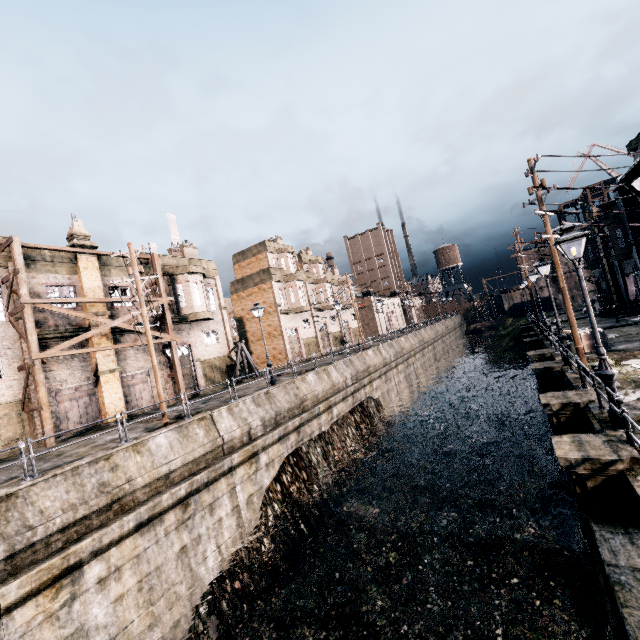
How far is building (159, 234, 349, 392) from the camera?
28.0 meters

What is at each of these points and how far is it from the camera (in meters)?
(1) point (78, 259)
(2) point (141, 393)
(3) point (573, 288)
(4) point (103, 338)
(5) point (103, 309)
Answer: (1) building, 21.81
(2) building, 24.09
(3) building, 56.34
(4) building, 22.06
(5) building, 22.47

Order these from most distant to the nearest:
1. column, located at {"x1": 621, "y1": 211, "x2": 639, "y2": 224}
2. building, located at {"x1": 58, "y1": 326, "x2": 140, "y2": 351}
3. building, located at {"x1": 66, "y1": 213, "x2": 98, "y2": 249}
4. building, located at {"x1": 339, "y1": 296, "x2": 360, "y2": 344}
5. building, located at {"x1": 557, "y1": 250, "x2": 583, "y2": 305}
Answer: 1. building, located at {"x1": 557, "y1": 250, "x2": 583, "y2": 305}
2. building, located at {"x1": 339, "y1": 296, "x2": 360, "y2": 344}
3. column, located at {"x1": 621, "y1": 211, "x2": 639, "y2": 224}
4. building, located at {"x1": 66, "y1": 213, "x2": 98, "y2": 249}
5. building, located at {"x1": 58, "y1": 326, "x2": 140, "y2": 351}

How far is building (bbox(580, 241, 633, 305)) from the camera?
29.9m

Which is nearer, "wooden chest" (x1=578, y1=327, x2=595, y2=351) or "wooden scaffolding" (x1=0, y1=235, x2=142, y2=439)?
"wooden scaffolding" (x1=0, y1=235, x2=142, y2=439)

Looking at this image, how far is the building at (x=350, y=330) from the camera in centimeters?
5466cm

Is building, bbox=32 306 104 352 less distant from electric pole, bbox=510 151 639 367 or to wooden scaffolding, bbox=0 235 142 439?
wooden scaffolding, bbox=0 235 142 439

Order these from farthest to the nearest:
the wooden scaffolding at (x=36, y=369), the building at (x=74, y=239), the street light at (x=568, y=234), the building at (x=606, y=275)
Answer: the building at (x=606, y=275) < the building at (x=74, y=239) < the wooden scaffolding at (x=36, y=369) < the street light at (x=568, y=234)
